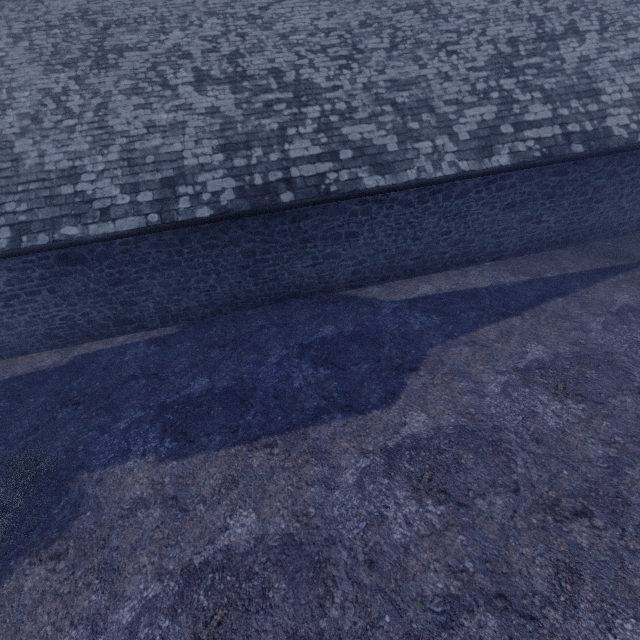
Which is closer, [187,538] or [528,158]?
[187,538]
